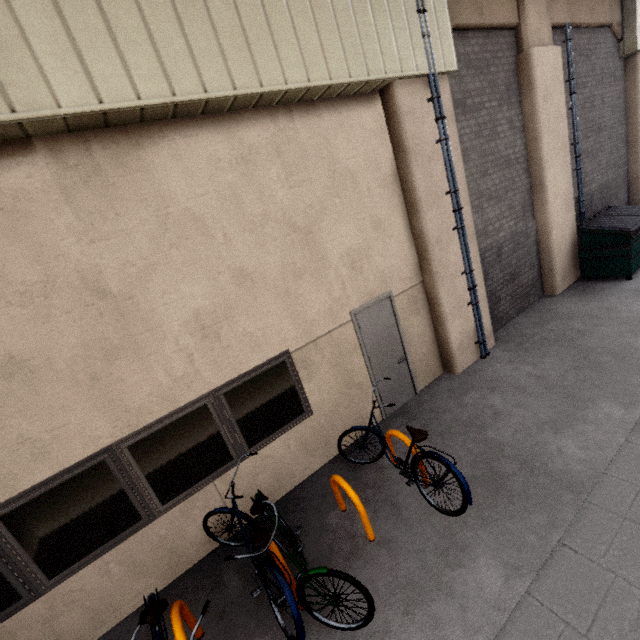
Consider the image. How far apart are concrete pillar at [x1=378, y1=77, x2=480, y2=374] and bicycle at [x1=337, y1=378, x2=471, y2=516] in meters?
2.1

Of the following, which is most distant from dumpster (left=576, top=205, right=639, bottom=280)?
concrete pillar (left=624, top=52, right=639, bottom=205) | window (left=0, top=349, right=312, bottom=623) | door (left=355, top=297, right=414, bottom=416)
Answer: window (left=0, top=349, right=312, bottom=623)

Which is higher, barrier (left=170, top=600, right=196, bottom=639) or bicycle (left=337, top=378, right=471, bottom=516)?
bicycle (left=337, top=378, right=471, bottom=516)

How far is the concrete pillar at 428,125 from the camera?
5.11m

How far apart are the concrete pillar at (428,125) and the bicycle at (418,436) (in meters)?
2.08

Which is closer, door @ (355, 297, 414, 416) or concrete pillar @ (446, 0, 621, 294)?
door @ (355, 297, 414, 416)

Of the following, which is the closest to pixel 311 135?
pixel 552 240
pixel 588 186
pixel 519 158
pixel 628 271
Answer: pixel 519 158

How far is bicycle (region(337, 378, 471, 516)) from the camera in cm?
355
